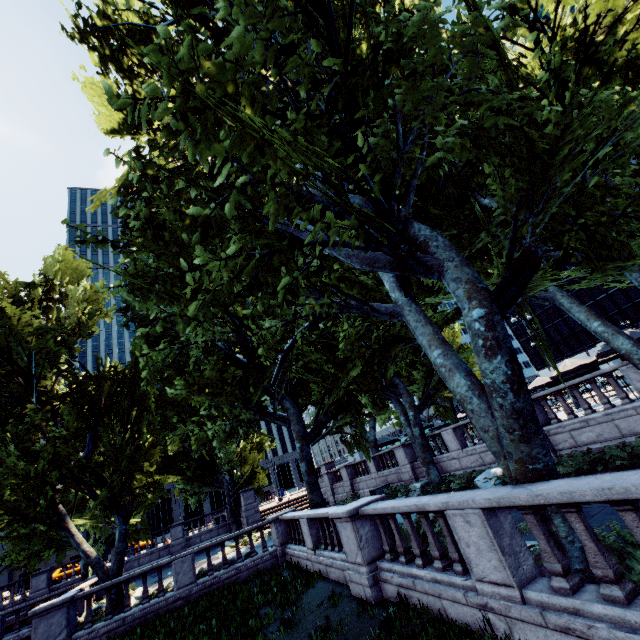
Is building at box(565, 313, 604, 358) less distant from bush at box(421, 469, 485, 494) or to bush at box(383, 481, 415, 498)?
bush at box(383, 481, 415, 498)

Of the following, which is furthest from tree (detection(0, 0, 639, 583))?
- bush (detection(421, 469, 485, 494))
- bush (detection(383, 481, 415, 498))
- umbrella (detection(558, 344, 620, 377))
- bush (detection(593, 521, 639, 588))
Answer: umbrella (detection(558, 344, 620, 377))

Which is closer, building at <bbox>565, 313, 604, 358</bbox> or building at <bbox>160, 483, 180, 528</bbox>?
building at <bbox>565, 313, 604, 358</bbox>

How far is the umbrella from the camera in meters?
15.1

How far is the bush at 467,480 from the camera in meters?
16.0 m

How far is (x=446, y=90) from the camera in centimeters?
689cm

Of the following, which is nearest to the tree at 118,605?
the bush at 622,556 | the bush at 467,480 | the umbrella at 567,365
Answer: the bush at 622,556

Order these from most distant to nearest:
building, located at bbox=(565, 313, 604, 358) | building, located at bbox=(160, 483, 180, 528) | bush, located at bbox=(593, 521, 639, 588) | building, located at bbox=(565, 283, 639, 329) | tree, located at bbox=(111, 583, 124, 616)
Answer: building, located at bbox=(160, 483, 180, 528) → building, located at bbox=(565, 313, 604, 358) → building, located at bbox=(565, 283, 639, 329) → tree, located at bbox=(111, 583, 124, 616) → bush, located at bbox=(593, 521, 639, 588)
